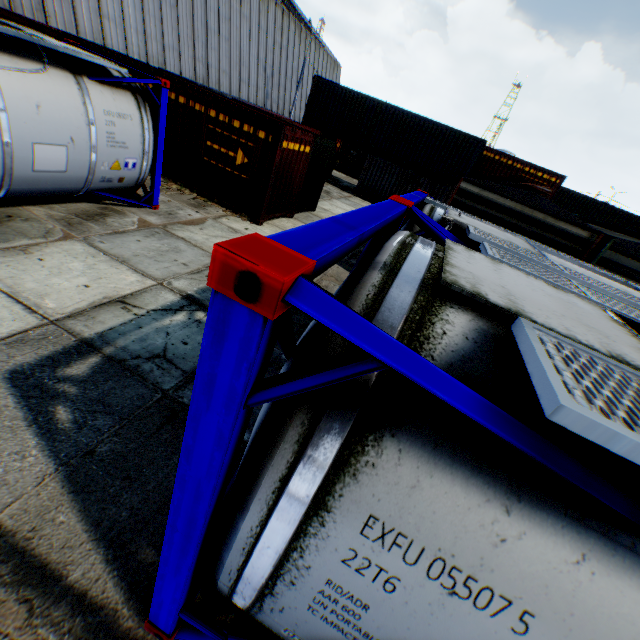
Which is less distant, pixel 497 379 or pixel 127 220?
pixel 497 379

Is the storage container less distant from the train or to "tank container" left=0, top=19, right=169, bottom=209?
the train

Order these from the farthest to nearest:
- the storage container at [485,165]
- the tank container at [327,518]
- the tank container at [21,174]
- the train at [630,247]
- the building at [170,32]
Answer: the building at [170,32]
the storage container at [485,165]
the train at [630,247]
the tank container at [21,174]
the tank container at [327,518]

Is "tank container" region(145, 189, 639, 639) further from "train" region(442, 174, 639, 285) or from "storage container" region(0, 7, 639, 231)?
"storage container" region(0, 7, 639, 231)

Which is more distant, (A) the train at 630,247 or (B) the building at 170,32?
(B) the building at 170,32

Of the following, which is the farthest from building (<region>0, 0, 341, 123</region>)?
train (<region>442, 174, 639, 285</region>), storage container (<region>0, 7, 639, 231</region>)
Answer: train (<region>442, 174, 639, 285</region>)

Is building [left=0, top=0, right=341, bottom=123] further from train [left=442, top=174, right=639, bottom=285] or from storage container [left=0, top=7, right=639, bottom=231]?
train [left=442, top=174, right=639, bottom=285]

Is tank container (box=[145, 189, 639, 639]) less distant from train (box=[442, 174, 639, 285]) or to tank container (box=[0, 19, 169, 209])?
train (box=[442, 174, 639, 285])
